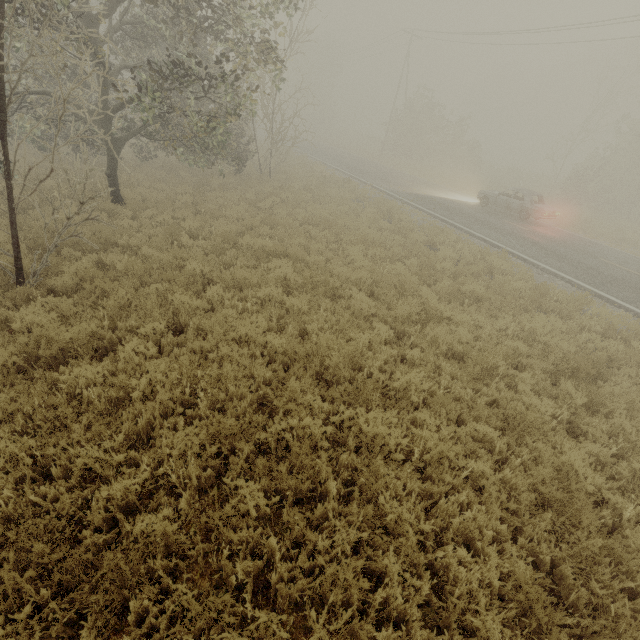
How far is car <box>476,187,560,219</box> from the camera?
17.12m

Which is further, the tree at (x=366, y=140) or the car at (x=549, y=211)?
the tree at (x=366, y=140)

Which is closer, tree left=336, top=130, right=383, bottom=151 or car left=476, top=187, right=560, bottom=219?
car left=476, top=187, right=560, bottom=219

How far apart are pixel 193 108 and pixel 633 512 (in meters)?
19.20

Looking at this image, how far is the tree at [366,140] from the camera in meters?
47.6 m

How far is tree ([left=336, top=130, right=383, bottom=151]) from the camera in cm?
4759
